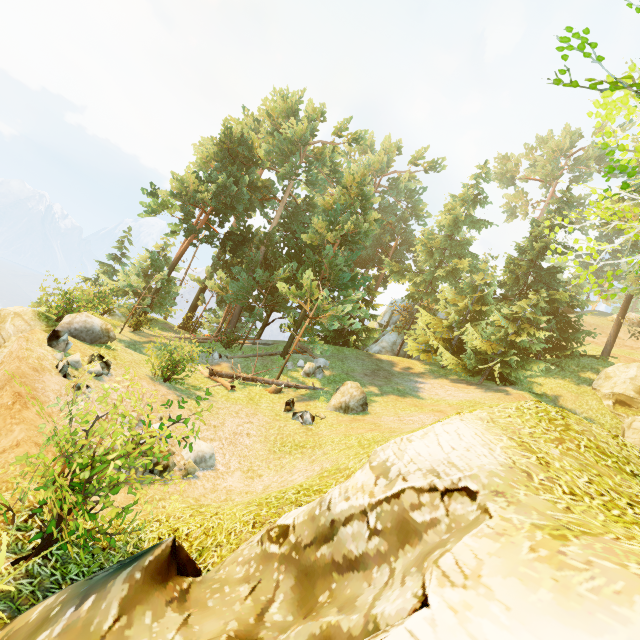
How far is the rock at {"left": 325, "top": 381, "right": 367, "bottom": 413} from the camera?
14.5m

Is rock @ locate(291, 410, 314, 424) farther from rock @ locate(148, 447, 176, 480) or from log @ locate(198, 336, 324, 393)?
rock @ locate(148, 447, 176, 480)

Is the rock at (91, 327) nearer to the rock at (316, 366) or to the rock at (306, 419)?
the rock at (306, 419)

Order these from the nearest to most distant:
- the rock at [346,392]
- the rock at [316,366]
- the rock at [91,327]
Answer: the rock at [91,327] → the rock at [346,392] → the rock at [316,366]

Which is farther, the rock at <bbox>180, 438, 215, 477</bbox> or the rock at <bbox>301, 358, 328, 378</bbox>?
the rock at <bbox>301, 358, 328, 378</bbox>

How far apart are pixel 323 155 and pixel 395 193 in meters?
18.1

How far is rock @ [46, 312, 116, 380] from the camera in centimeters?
996cm

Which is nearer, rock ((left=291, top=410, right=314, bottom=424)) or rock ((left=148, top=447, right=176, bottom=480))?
rock ((left=148, top=447, right=176, bottom=480))
